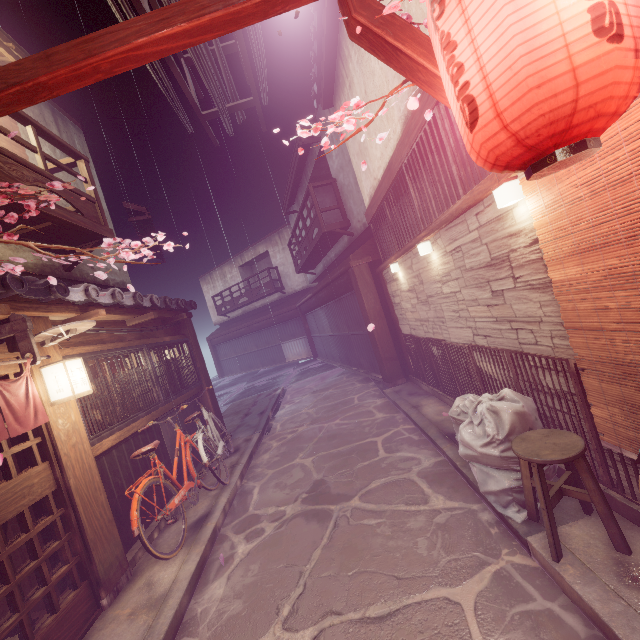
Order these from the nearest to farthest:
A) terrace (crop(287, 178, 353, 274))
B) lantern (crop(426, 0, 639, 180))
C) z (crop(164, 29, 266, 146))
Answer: lantern (crop(426, 0, 639, 180))
z (crop(164, 29, 266, 146))
terrace (crop(287, 178, 353, 274))

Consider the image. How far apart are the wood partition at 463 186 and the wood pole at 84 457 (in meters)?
9.14

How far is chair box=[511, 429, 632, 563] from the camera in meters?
4.2

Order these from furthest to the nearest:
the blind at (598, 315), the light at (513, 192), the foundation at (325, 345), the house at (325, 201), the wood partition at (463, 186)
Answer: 1. the house at (325, 201)
2. the foundation at (325, 345)
3. the wood partition at (463, 186)
4. the light at (513, 192)
5. the blind at (598, 315)

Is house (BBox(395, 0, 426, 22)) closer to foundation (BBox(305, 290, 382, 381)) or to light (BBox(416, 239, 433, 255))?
light (BBox(416, 239, 433, 255))

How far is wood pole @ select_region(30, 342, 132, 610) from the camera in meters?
6.2

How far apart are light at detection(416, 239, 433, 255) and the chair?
5.1 meters

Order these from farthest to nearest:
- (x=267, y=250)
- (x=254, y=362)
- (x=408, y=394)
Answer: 1. (x=254, y=362)
2. (x=267, y=250)
3. (x=408, y=394)
